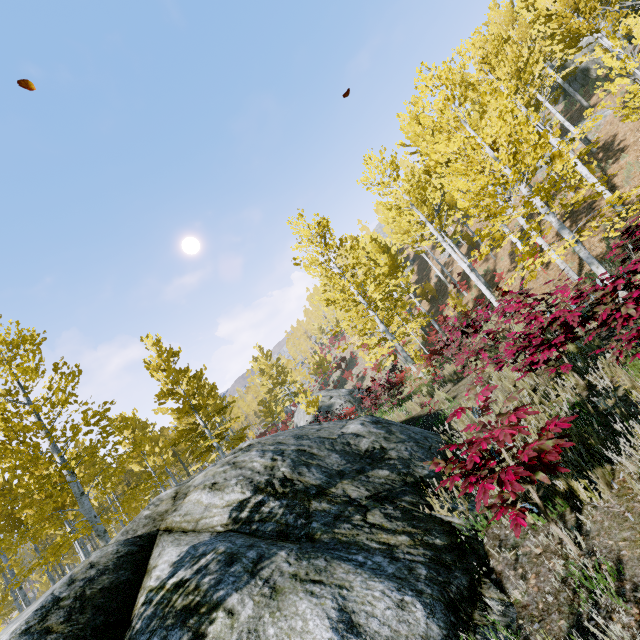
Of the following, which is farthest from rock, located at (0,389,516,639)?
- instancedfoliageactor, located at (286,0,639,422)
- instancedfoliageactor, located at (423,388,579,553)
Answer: instancedfoliageactor, located at (286,0,639,422)

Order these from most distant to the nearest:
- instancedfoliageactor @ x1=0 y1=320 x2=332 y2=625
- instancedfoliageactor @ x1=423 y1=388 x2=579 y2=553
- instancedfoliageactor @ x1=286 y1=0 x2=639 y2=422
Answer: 1. instancedfoliageactor @ x1=0 y1=320 x2=332 y2=625
2. instancedfoliageactor @ x1=286 y1=0 x2=639 y2=422
3. instancedfoliageactor @ x1=423 y1=388 x2=579 y2=553

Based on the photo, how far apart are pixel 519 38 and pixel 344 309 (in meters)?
30.85

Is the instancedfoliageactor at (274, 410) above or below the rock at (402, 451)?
above

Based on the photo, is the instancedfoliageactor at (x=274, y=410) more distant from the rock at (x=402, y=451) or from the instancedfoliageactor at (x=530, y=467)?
the instancedfoliageactor at (x=530, y=467)

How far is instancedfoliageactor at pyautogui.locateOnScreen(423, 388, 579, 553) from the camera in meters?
2.3

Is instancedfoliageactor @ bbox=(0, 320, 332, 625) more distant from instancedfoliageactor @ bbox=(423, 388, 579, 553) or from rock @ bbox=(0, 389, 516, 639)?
instancedfoliageactor @ bbox=(423, 388, 579, 553)
